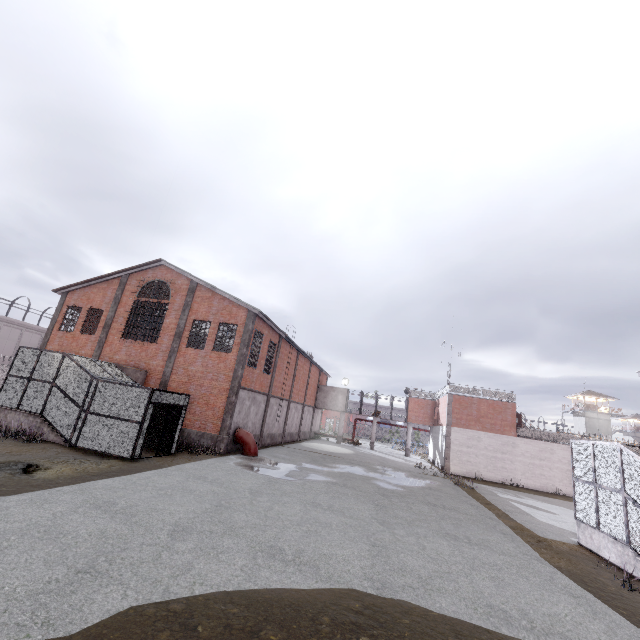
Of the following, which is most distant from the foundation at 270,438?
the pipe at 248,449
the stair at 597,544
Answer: the stair at 597,544

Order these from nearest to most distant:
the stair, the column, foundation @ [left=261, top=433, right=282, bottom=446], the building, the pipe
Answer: the stair
the column
the pipe
foundation @ [left=261, top=433, right=282, bottom=446]
the building

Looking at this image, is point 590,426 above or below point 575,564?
above

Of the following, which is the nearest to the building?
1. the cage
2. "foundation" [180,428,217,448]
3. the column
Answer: the cage

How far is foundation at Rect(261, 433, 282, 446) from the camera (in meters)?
25.61

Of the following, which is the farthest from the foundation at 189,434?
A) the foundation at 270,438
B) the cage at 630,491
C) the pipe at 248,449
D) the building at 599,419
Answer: the building at 599,419

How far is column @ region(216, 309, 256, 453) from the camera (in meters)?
19.26

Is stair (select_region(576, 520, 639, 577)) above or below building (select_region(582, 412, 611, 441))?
below
